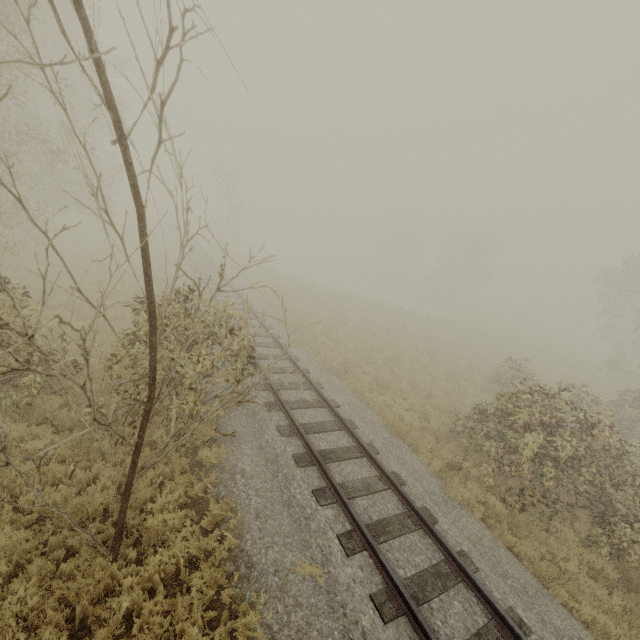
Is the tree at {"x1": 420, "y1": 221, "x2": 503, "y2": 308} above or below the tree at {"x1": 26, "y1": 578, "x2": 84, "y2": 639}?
above

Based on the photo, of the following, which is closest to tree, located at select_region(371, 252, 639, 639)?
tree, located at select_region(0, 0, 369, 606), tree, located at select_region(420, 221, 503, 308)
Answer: tree, located at select_region(0, 0, 369, 606)

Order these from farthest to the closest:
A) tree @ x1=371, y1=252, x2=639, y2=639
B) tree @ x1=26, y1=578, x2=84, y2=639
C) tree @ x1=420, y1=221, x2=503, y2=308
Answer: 1. tree @ x1=420, y1=221, x2=503, y2=308
2. tree @ x1=371, y1=252, x2=639, y2=639
3. tree @ x1=26, y1=578, x2=84, y2=639

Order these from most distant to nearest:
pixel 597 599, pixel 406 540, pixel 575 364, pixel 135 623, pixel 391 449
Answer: pixel 575 364
pixel 391 449
pixel 597 599
pixel 406 540
pixel 135 623

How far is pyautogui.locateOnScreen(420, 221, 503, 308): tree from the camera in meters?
42.9 m

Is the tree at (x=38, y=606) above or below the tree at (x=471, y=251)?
below

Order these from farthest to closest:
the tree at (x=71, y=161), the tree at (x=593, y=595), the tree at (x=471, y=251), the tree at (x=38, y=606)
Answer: the tree at (x=471, y=251) < the tree at (x=593, y=595) < the tree at (x=38, y=606) < the tree at (x=71, y=161)
